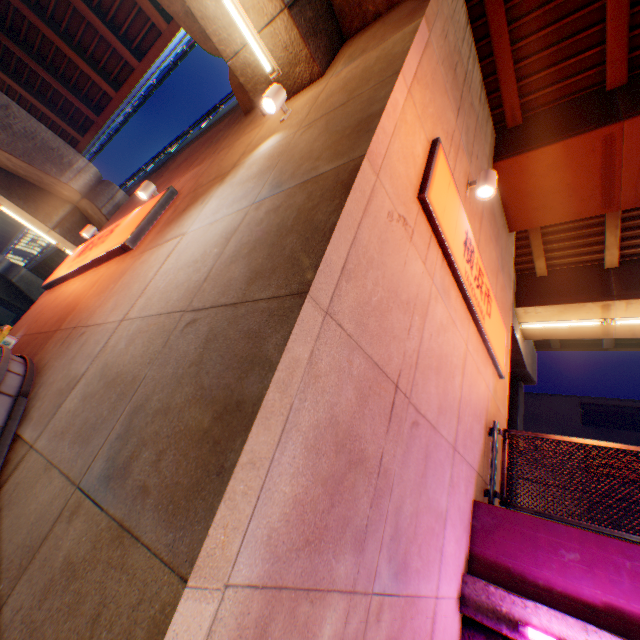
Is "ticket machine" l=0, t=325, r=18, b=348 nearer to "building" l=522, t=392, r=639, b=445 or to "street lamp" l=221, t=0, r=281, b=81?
"street lamp" l=221, t=0, r=281, b=81

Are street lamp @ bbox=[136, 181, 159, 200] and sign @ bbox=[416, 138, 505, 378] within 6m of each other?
no

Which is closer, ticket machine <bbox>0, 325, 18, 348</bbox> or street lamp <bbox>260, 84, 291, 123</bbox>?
street lamp <bbox>260, 84, 291, 123</bbox>

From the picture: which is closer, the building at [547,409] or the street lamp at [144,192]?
the street lamp at [144,192]

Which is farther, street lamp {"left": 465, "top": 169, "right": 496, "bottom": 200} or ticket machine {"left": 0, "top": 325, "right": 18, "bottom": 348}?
ticket machine {"left": 0, "top": 325, "right": 18, "bottom": 348}

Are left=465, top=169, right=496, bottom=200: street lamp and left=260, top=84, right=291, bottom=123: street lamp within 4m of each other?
yes

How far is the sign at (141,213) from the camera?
6.21m

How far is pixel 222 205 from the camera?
4.4 meters
